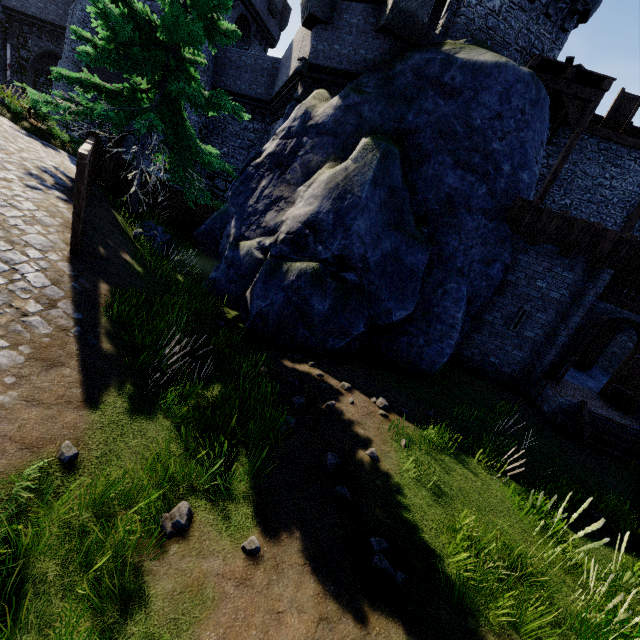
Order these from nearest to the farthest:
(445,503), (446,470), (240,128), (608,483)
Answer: (445,503)
(446,470)
(608,483)
(240,128)

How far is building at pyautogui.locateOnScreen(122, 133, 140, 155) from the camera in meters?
23.7

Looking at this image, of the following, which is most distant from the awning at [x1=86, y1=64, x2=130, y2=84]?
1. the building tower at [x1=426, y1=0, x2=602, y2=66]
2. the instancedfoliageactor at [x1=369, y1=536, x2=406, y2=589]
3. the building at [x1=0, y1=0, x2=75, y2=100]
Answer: the instancedfoliageactor at [x1=369, y1=536, x2=406, y2=589]

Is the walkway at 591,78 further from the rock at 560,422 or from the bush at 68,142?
the bush at 68,142

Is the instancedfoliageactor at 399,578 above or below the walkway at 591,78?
below

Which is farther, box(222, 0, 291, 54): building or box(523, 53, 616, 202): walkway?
box(222, 0, 291, 54): building

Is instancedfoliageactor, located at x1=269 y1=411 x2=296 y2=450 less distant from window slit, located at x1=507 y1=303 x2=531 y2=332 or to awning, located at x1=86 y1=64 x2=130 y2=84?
window slit, located at x1=507 y1=303 x2=531 y2=332

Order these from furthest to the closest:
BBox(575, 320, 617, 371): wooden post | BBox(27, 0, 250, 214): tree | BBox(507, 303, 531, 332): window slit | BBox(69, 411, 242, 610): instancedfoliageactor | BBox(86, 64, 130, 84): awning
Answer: BBox(86, 64, 130, 84): awning < BBox(575, 320, 617, 371): wooden post < BBox(507, 303, 531, 332): window slit < BBox(27, 0, 250, 214): tree < BBox(69, 411, 242, 610): instancedfoliageactor
